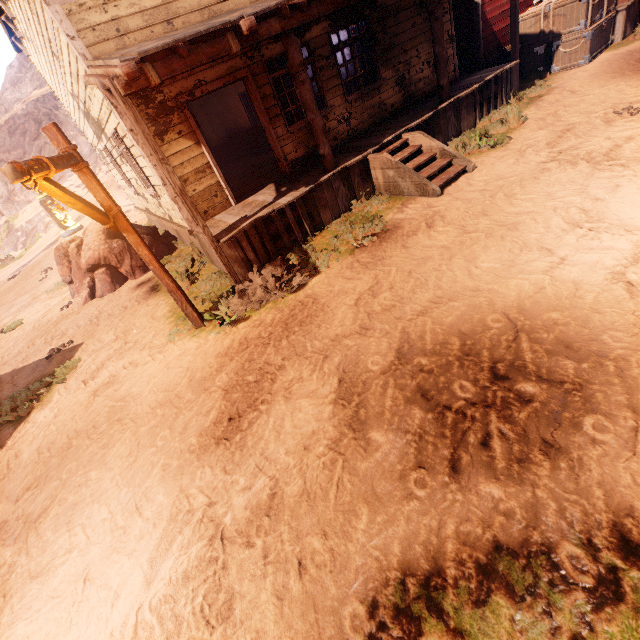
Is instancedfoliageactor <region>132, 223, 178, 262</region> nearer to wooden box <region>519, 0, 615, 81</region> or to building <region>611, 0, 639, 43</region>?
building <region>611, 0, 639, 43</region>

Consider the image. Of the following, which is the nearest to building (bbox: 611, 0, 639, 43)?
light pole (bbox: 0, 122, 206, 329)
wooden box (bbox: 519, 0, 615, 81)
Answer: wooden box (bbox: 519, 0, 615, 81)

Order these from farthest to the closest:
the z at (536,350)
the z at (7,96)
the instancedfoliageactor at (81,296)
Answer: the z at (7,96)
the instancedfoliageactor at (81,296)
the z at (536,350)

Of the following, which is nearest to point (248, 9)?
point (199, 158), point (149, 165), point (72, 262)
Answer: point (199, 158)

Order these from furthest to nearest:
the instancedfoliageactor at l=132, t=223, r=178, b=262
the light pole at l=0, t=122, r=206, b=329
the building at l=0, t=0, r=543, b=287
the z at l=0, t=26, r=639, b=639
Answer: the instancedfoliageactor at l=132, t=223, r=178, b=262
the building at l=0, t=0, r=543, b=287
the light pole at l=0, t=122, r=206, b=329
the z at l=0, t=26, r=639, b=639

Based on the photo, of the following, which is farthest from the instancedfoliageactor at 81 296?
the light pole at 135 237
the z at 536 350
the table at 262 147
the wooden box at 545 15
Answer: the wooden box at 545 15

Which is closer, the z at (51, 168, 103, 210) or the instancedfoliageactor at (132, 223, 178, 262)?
the instancedfoliageactor at (132, 223, 178, 262)

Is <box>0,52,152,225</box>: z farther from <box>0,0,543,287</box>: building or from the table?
the table
